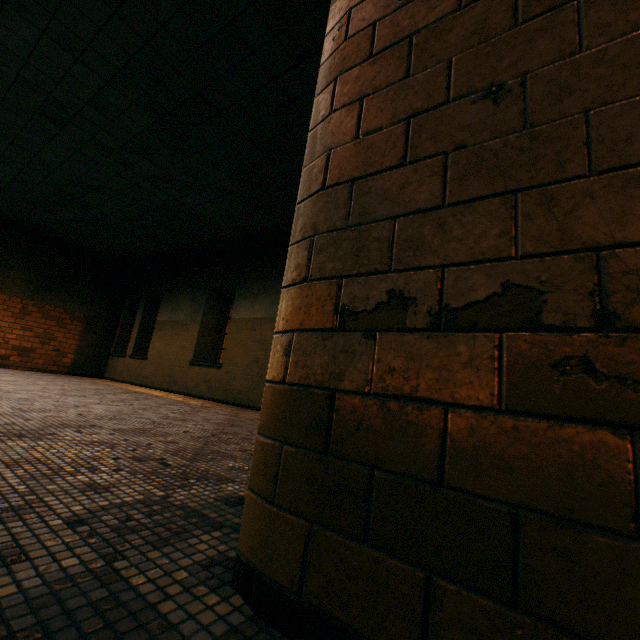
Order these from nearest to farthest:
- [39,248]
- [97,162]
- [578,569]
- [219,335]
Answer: [578,569] < [97,162] < [219,335] < [39,248]
